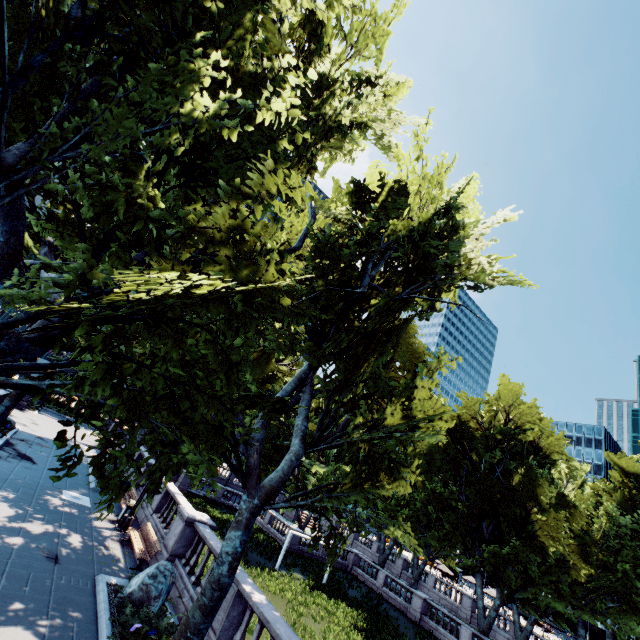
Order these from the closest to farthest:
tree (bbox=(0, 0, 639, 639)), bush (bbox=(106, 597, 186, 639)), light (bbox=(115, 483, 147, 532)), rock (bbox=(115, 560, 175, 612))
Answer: tree (bbox=(0, 0, 639, 639)) → bush (bbox=(106, 597, 186, 639)) → rock (bbox=(115, 560, 175, 612)) → light (bbox=(115, 483, 147, 532))

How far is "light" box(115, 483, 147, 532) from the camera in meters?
15.0 m

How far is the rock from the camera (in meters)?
9.65

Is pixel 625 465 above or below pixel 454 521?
above

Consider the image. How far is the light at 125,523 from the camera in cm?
1498

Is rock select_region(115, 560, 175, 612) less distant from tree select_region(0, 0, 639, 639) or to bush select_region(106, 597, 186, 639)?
bush select_region(106, 597, 186, 639)

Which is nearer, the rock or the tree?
the tree

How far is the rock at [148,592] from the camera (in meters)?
9.65
